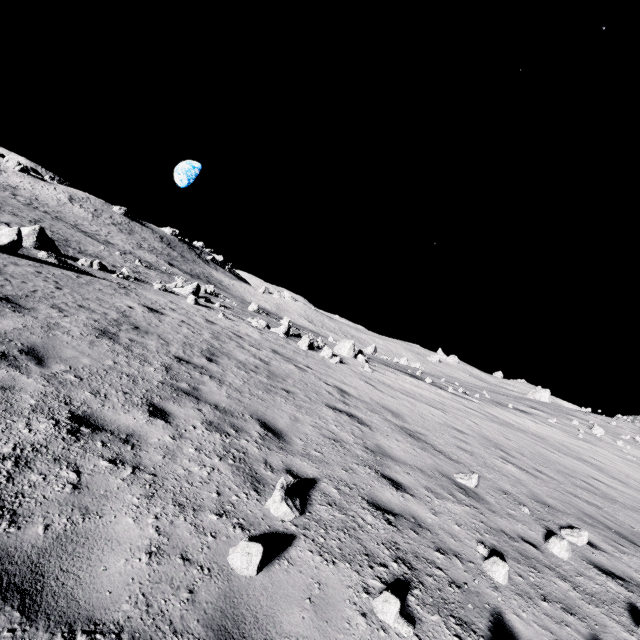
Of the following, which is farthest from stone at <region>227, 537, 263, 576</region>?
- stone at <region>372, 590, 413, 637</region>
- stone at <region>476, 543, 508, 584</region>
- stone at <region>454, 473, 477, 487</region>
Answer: stone at <region>454, 473, 477, 487</region>

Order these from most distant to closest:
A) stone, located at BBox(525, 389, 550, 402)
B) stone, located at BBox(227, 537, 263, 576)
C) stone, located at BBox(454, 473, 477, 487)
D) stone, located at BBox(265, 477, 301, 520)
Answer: stone, located at BBox(525, 389, 550, 402) → stone, located at BBox(454, 473, 477, 487) → stone, located at BBox(265, 477, 301, 520) → stone, located at BBox(227, 537, 263, 576)

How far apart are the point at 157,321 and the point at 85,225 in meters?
60.0

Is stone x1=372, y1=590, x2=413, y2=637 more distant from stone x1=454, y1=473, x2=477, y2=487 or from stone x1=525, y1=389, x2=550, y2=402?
stone x1=525, y1=389, x2=550, y2=402

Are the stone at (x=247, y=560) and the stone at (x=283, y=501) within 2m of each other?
yes

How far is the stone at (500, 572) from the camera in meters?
4.0

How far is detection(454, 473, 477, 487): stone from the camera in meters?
6.7

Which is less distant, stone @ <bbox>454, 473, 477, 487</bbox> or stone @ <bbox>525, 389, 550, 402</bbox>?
stone @ <bbox>454, 473, 477, 487</bbox>
